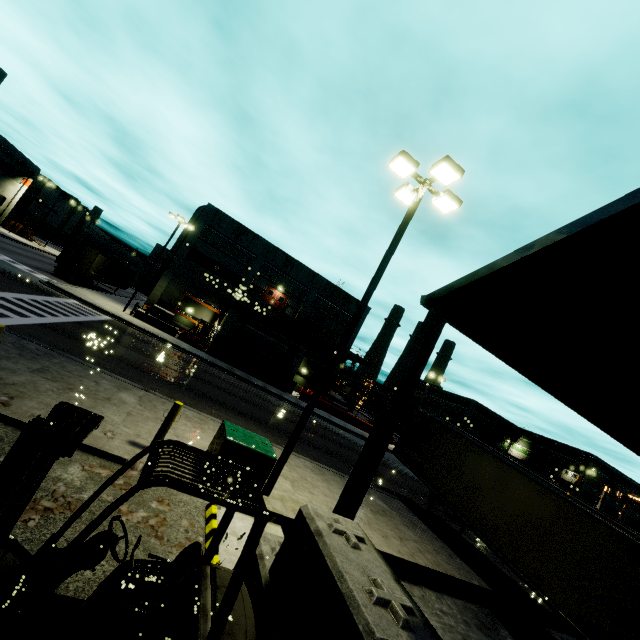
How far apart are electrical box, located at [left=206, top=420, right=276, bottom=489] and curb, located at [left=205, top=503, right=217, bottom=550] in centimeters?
58cm

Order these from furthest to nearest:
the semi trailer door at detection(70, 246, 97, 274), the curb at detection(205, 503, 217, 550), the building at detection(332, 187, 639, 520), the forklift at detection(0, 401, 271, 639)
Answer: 1. the semi trailer door at detection(70, 246, 97, 274)
2. the curb at detection(205, 503, 217, 550)
3. the building at detection(332, 187, 639, 520)
4. the forklift at detection(0, 401, 271, 639)

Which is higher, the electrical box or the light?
the light

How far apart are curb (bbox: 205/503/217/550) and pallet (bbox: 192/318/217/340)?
27.52m

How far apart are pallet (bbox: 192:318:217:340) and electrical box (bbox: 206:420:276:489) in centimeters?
2542cm

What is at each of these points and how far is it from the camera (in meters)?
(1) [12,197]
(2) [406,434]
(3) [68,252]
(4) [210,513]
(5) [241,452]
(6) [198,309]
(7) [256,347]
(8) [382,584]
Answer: (1) building, 48.22
(2) semi trailer, 16.39
(3) semi trailer door, 30.09
(4) curb, 6.19
(5) electrical box, 7.40
(6) building, 37.94
(7) roll-up door, 32.66
(8) concrete block, 3.14

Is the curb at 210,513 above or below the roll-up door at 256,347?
below

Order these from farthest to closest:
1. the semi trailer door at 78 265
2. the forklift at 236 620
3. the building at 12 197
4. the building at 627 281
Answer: the building at 12 197 < the semi trailer door at 78 265 < the building at 627 281 < the forklift at 236 620
